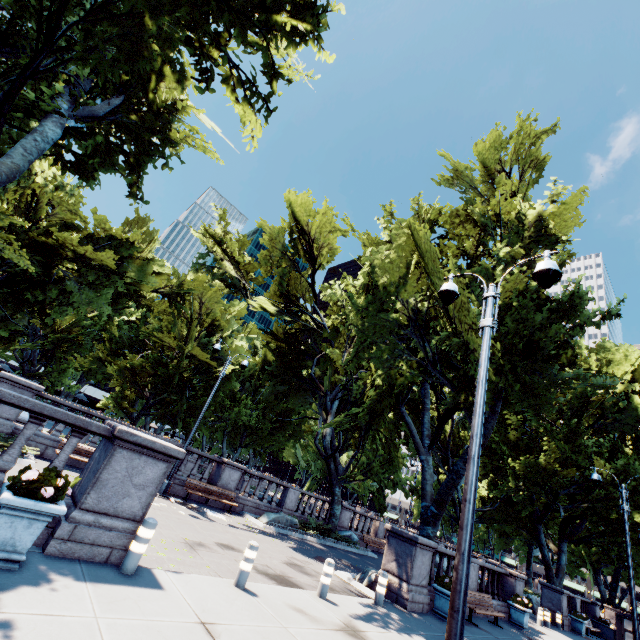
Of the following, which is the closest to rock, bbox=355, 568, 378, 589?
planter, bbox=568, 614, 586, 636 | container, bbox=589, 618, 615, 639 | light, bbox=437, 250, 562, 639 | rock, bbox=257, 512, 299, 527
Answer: rock, bbox=257, 512, 299, 527

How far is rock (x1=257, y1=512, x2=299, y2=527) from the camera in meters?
16.9 m

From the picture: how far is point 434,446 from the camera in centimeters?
1719cm

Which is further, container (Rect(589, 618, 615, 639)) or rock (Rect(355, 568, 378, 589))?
container (Rect(589, 618, 615, 639))

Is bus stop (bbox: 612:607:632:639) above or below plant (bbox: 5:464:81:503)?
above

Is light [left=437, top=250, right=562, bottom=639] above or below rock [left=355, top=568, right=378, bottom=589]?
above

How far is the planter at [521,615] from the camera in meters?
14.8 m

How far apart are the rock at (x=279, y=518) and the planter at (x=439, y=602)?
8.5 meters
